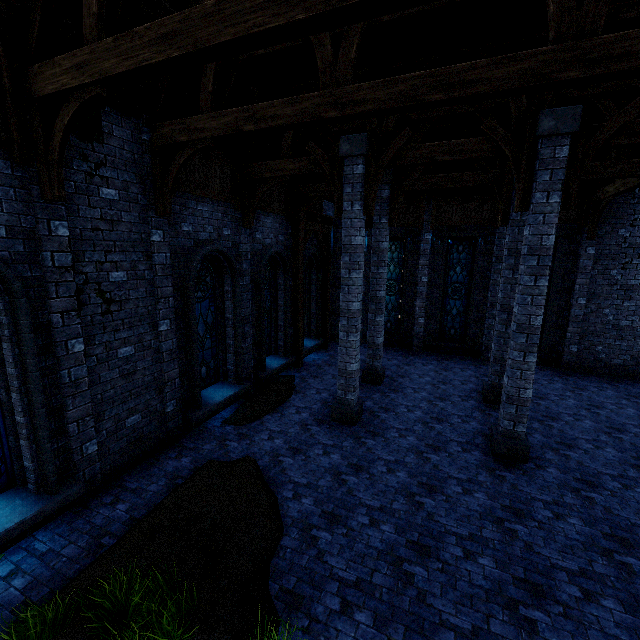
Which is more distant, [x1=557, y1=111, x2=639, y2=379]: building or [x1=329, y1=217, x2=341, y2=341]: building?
[x1=329, y1=217, x2=341, y2=341]: building

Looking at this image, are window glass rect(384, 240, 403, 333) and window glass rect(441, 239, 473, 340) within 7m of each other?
yes

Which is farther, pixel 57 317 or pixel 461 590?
pixel 57 317

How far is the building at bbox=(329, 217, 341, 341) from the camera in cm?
1609

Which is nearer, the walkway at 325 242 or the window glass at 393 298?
the walkway at 325 242

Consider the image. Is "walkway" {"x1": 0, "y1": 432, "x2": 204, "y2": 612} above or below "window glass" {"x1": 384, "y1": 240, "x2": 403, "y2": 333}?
below

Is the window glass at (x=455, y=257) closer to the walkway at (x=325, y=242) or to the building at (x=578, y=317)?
the building at (x=578, y=317)

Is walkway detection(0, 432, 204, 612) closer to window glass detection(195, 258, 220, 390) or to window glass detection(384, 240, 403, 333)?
window glass detection(195, 258, 220, 390)
